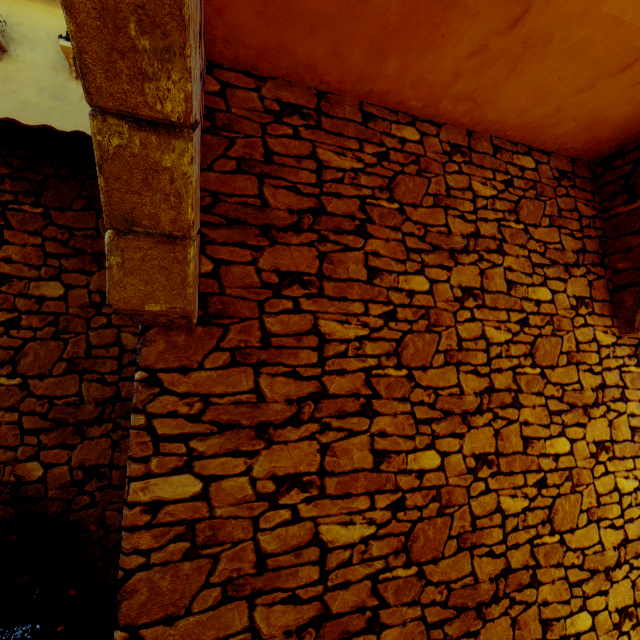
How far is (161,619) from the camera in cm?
161

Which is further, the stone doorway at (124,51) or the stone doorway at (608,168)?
the stone doorway at (608,168)

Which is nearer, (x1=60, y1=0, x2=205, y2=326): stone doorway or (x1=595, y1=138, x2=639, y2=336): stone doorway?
(x1=60, y1=0, x2=205, y2=326): stone doorway
